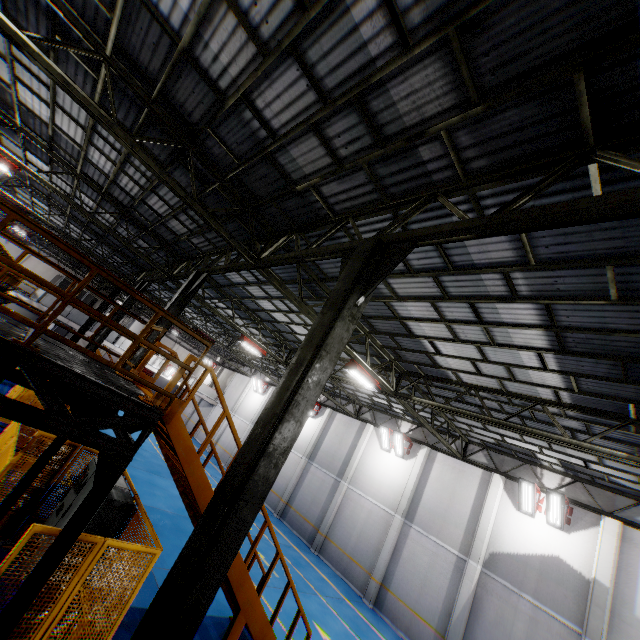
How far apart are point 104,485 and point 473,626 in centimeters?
1591cm

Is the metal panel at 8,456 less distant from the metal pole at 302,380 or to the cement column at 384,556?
the metal pole at 302,380

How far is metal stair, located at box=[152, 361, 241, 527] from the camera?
5.5 meters

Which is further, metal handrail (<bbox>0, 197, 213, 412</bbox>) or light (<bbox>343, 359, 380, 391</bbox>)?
light (<bbox>343, 359, 380, 391</bbox>)

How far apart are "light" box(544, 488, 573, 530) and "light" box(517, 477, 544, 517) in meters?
0.1

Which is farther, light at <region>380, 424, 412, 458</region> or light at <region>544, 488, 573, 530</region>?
light at <region>380, 424, 412, 458</region>

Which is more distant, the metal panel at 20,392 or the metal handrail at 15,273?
the metal panel at 20,392

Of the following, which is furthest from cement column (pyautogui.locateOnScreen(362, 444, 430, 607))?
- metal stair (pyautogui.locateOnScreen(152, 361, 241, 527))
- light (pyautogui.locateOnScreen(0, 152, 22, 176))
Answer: light (pyautogui.locateOnScreen(0, 152, 22, 176))
